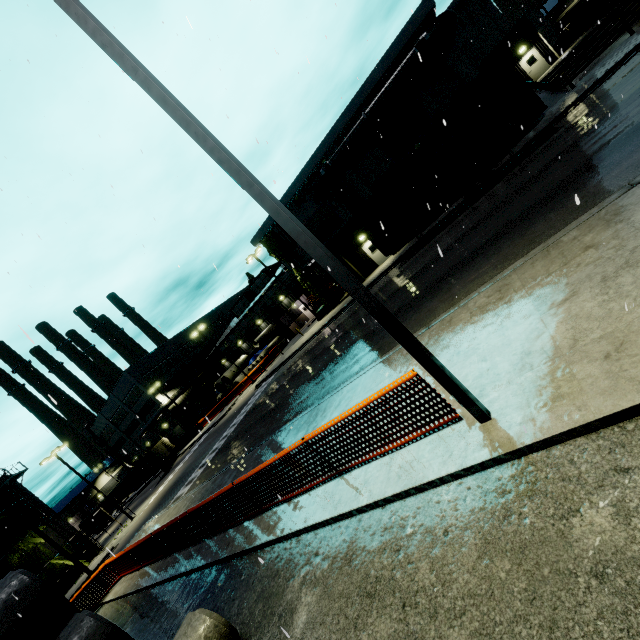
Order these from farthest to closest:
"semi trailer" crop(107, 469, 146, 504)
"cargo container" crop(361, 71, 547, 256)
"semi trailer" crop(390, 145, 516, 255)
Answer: "semi trailer" crop(107, 469, 146, 504), "semi trailer" crop(390, 145, 516, 255), "cargo container" crop(361, 71, 547, 256)

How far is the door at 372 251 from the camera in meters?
29.1

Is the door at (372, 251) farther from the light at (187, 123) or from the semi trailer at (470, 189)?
the light at (187, 123)

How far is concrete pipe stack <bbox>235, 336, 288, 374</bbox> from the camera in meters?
44.8 m

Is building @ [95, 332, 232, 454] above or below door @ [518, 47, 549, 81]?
above

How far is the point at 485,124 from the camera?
17.0m

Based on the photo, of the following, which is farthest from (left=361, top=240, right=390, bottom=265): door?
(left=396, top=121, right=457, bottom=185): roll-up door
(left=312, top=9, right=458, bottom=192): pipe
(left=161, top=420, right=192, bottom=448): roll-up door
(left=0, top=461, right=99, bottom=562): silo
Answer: (left=161, top=420, right=192, bottom=448): roll-up door

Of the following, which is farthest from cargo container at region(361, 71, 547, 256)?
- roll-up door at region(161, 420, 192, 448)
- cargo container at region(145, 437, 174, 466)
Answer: roll-up door at region(161, 420, 192, 448)
